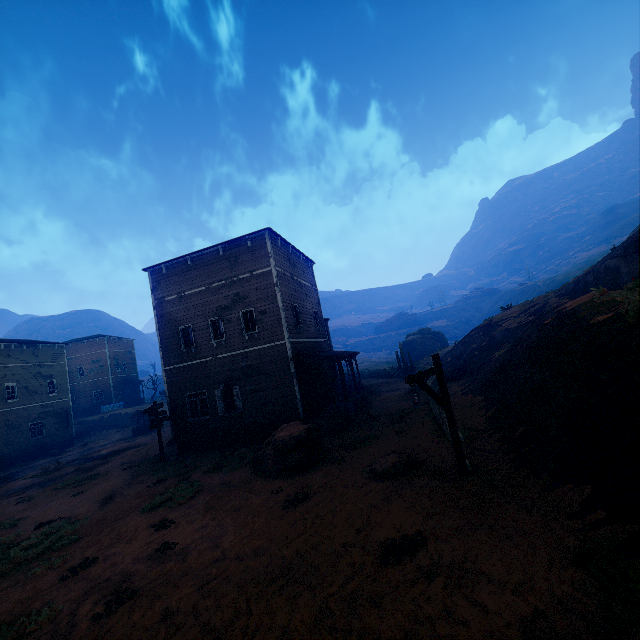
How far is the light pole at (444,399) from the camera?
7.38m

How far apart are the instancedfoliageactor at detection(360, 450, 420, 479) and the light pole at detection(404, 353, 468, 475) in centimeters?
153cm

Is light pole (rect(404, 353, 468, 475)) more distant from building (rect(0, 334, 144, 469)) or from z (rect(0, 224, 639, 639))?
building (rect(0, 334, 144, 469))

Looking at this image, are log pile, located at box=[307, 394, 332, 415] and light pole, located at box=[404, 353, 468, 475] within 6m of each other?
no

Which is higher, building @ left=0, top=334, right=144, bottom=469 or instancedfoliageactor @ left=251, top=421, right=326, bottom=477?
building @ left=0, top=334, right=144, bottom=469

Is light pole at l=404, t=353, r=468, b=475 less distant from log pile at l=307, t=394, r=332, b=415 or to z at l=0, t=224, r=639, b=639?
z at l=0, t=224, r=639, b=639

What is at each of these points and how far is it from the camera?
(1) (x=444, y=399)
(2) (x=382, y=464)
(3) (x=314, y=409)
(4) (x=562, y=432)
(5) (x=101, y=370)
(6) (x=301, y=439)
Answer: (1) light pole, 8.28m
(2) instancedfoliageactor, 9.65m
(3) log pile, 16.70m
(4) z, 7.10m
(5) building, 47.38m
(6) instancedfoliageactor, 11.60m

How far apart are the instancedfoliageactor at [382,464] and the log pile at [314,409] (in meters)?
7.20
